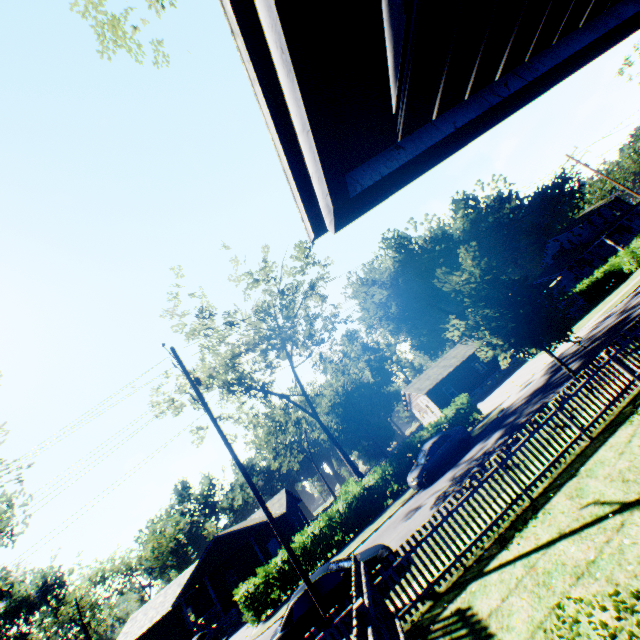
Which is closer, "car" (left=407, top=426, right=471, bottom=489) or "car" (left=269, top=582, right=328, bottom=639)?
"car" (left=269, top=582, right=328, bottom=639)

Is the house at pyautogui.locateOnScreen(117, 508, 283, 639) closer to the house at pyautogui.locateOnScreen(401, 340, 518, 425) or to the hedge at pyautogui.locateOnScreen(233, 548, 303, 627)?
the hedge at pyautogui.locateOnScreen(233, 548, 303, 627)

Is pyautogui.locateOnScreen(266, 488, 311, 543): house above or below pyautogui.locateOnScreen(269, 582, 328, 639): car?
above

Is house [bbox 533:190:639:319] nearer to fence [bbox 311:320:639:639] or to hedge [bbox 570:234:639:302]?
hedge [bbox 570:234:639:302]

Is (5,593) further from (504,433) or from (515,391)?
(515,391)

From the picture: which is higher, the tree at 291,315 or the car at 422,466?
the tree at 291,315

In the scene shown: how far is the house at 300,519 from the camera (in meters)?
33.94

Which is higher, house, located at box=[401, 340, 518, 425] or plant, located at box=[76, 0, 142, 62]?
plant, located at box=[76, 0, 142, 62]
